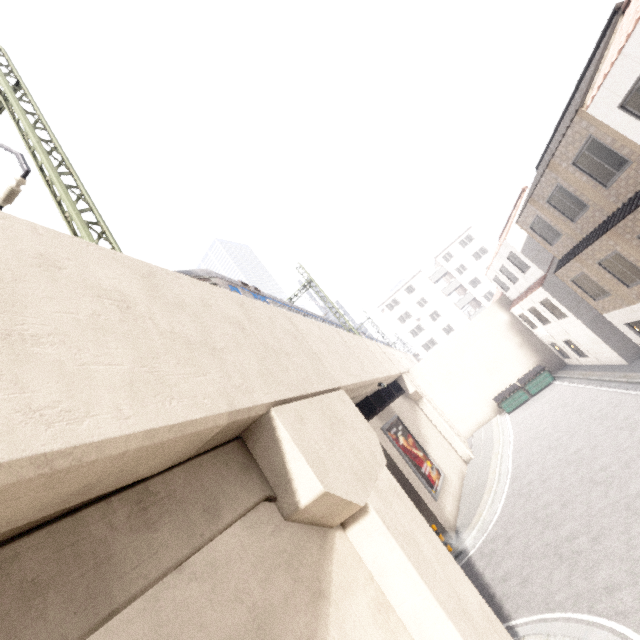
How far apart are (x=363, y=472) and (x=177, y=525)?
3.4m

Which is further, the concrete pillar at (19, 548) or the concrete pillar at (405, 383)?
the concrete pillar at (405, 383)

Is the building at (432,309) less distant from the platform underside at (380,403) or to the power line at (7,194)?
the platform underside at (380,403)

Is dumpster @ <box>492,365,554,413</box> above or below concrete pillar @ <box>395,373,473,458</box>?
below

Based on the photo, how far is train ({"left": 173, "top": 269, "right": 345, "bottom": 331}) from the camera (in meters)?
10.33

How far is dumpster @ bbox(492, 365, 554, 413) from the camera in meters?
24.1

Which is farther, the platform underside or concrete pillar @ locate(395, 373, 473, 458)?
concrete pillar @ locate(395, 373, 473, 458)

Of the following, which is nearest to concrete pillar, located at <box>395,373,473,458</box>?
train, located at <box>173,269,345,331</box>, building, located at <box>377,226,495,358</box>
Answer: train, located at <box>173,269,345,331</box>
